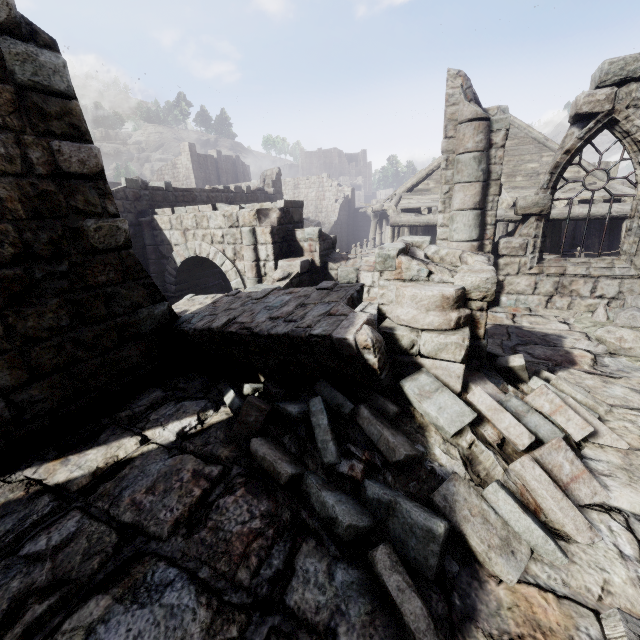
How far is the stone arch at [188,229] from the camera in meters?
9.6

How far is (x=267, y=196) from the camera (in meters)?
19.03

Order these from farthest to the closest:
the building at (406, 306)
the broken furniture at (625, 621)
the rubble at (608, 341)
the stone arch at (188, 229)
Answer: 1. the stone arch at (188, 229)
2. the rubble at (608, 341)
3. the building at (406, 306)
4. the broken furniture at (625, 621)

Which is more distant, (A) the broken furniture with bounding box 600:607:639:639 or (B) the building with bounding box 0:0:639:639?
(B) the building with bounding box 0:0:639:639

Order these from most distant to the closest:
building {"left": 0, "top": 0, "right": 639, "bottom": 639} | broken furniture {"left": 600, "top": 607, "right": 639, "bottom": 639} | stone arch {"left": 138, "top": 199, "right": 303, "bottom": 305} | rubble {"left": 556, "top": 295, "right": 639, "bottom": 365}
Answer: stone arch {"left": 138, "top": 199, "right": 303, "bottom": 305}, rubble {"left": 556, "top": 295, "right": 639, "bottom": 365}, building {"left": 0, "top": 0, "right": 639, "bottom": 639}, broken furniture {"left": 600, "top": 607, "right": 639, "bottom": 639}

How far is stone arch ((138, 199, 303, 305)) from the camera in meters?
9.6

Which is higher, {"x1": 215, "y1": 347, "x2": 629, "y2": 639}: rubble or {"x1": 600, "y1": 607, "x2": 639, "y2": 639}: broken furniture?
{"x1": 600, "y1": 607, "x2": 639, "y2": 639}: broken furniture

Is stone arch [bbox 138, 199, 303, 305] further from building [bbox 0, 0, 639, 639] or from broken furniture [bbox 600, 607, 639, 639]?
broken furniture [bbox 600, 607, 639, 639]
